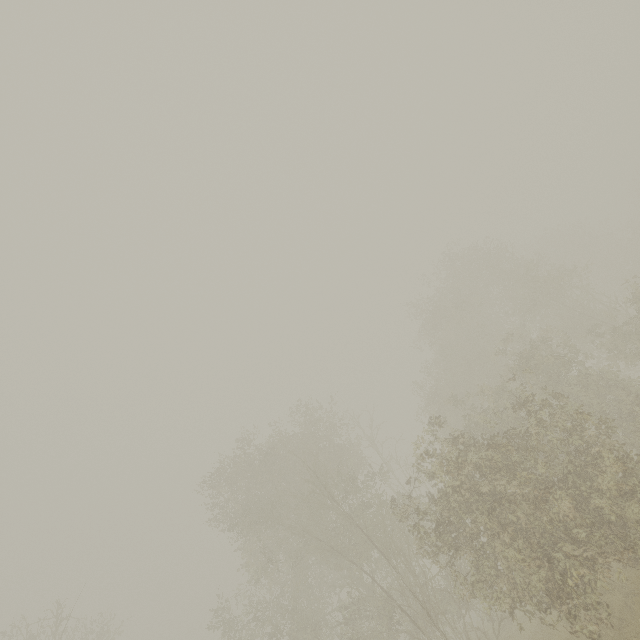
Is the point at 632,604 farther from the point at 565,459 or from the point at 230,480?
Result: the point at 230,480
